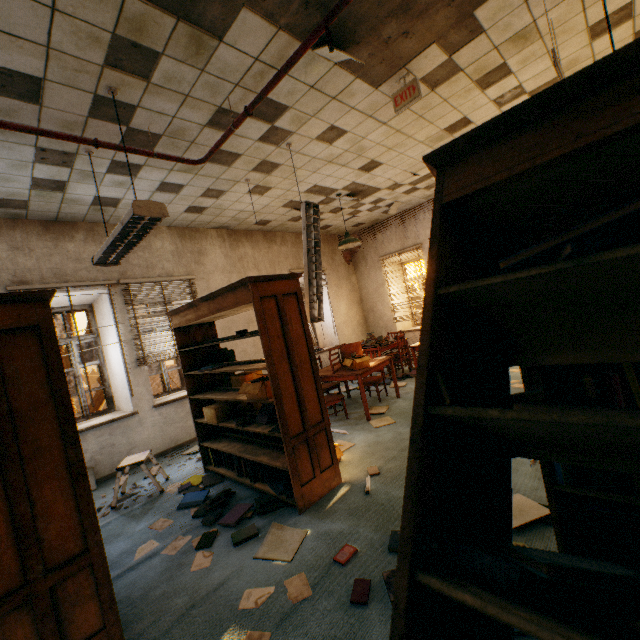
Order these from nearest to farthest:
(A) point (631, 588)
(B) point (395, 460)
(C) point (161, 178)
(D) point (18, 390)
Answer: (A) point (631, 588) → (D) point (18, 390) → (B) point (395, 460) → (C) point (161, 178)

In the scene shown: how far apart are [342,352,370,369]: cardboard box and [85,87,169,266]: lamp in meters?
3.4

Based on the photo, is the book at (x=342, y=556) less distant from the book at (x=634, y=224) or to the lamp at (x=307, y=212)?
the book at (x=634, y=224)

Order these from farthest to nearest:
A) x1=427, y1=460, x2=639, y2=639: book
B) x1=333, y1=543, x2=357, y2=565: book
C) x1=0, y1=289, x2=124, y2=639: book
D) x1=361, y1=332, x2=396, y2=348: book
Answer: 1. x1=361, y1=332, x2=396, y2=348: book
2. x1=333, y1=543, x2=357, y2=565: book
3. x1=0, y1=289, x2=124, y2=639: book
4. x1=427, y1=460, x2=639, y2=639: book

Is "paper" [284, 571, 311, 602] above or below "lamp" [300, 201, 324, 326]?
below

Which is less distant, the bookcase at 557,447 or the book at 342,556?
the bookcase at 557,447

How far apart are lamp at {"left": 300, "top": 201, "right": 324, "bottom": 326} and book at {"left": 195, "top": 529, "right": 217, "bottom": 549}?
0.5 meters

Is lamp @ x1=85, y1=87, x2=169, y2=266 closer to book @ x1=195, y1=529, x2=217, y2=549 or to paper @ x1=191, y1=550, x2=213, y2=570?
book @ x1=195, y1=529, x2=217, y2=549
